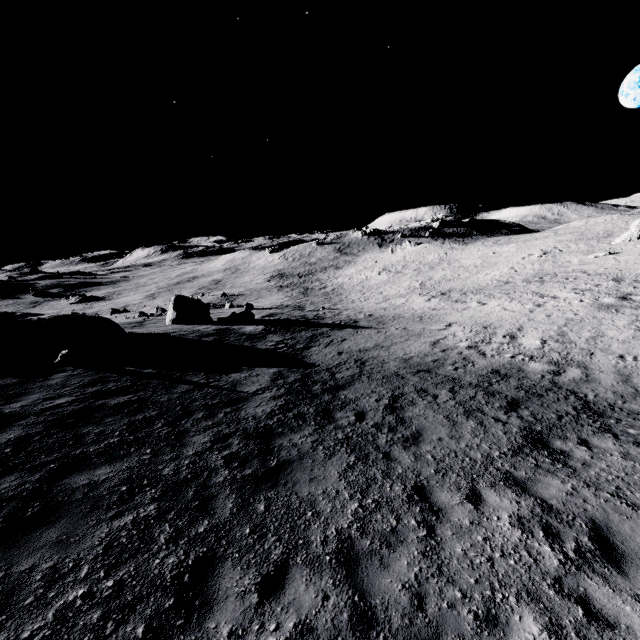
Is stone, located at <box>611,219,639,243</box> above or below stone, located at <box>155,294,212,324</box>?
above

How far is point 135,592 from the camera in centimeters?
415cm

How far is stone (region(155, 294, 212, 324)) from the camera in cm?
2655

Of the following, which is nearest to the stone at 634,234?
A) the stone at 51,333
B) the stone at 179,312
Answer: the stone at 179,312

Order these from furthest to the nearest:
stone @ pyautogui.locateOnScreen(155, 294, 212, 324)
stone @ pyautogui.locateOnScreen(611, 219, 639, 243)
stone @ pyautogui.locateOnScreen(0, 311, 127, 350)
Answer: stone @ pyautogui.locateOnScreen(611, 219, 639, 243)
stone @ pyautogui.locateOnScreen(155, 294, 212, 324)
stone @ pyautogui.locateOnScreen(0, 311, 127, 350)

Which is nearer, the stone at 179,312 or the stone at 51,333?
the stone at 51,333

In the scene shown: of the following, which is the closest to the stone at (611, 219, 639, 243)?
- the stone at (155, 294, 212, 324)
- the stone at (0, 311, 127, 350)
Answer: the stone at (155, 294, 212, 324)
